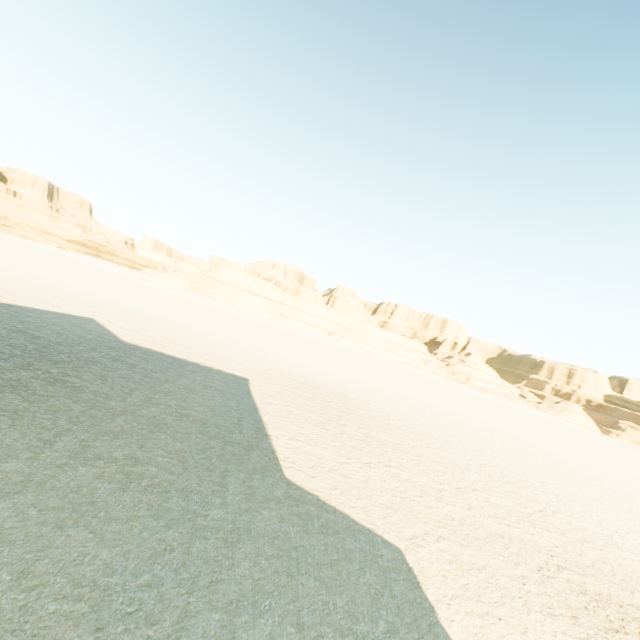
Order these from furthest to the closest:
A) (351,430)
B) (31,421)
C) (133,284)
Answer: (133,284)
(351,430)
(31,421)
